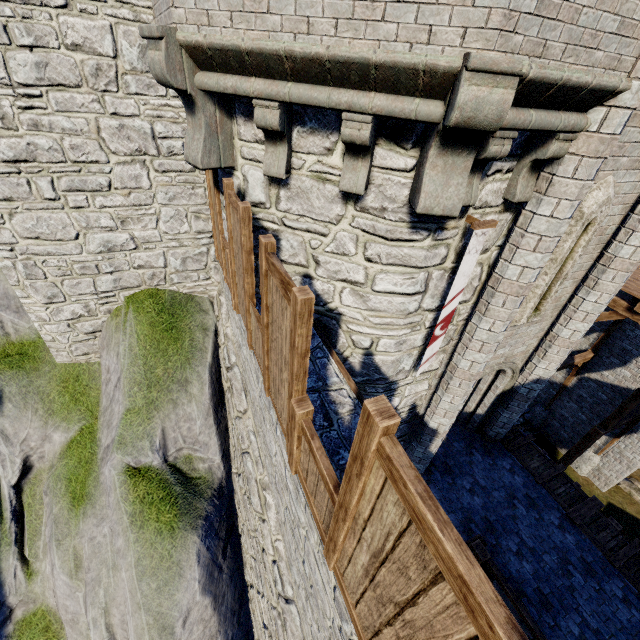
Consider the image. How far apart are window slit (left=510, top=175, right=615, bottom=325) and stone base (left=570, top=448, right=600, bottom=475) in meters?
12.7

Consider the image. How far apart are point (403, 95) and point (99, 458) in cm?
849

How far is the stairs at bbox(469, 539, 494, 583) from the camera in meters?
7.1 m

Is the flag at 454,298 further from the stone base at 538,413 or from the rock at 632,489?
the rock at 632,489

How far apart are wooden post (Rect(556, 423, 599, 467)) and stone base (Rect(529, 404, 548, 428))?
4.0m

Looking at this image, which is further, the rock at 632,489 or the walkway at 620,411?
the rock at 632,489

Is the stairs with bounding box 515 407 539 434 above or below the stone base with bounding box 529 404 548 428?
below

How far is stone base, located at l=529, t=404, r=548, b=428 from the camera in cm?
1649
